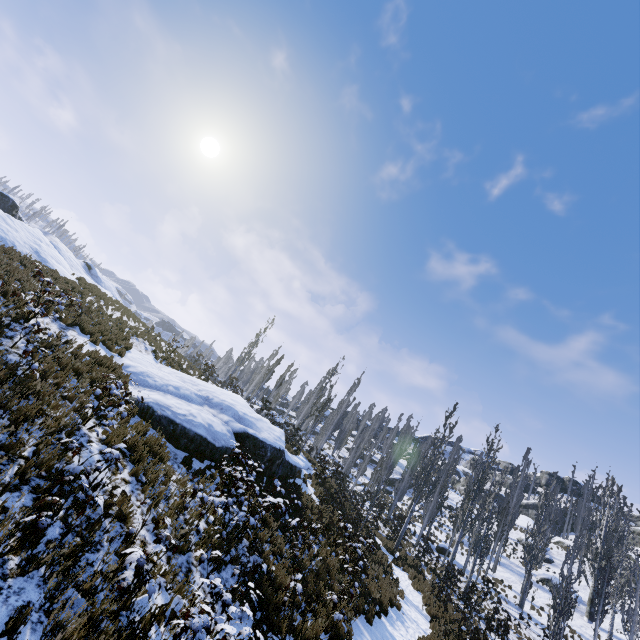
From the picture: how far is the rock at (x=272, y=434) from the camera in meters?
11.1

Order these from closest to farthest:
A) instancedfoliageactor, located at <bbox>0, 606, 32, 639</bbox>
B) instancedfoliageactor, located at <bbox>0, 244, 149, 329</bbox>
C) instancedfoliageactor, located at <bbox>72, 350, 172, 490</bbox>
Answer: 1. instancedfoliageactor, located at <bbox>0, 606, 32, 639</bbox>
2. instancedfoliageactor, located at <bbox>72, 350, 172, 490</bbox>
3. instancedfoliageactor, located at <bbox>0, 244, 149, 329</bbox>

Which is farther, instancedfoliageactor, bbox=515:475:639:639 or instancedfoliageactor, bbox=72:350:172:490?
instancedfoliageactor, bbox=515:475:639:639

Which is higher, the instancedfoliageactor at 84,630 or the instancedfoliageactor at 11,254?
the instancedfoliageactor at 11,254

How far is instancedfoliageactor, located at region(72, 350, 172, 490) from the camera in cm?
685

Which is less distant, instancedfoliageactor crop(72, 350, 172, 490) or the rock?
instancedfoliageactor crop(72, 350, 172, 490)

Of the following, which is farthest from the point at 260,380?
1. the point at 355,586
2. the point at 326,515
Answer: the point at 355,586
